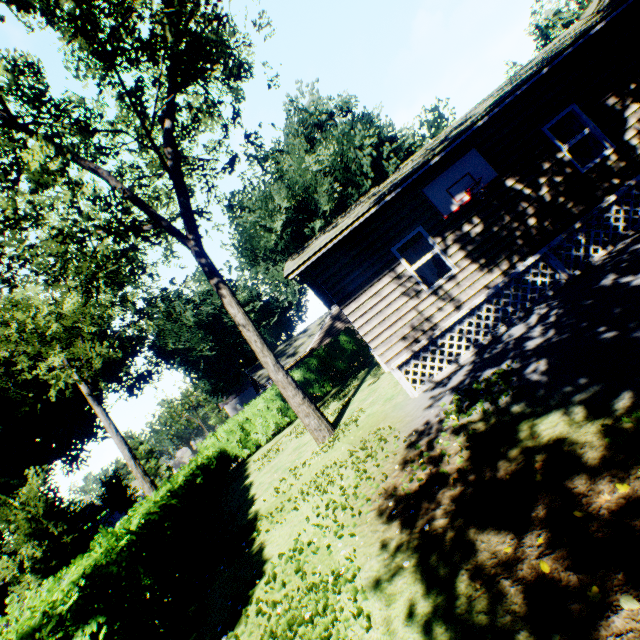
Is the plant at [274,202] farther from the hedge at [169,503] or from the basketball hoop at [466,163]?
the basketball hoop at [466,163]

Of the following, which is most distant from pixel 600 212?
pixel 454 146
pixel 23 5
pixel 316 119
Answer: pixel 316 119

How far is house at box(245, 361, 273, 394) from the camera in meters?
26.4

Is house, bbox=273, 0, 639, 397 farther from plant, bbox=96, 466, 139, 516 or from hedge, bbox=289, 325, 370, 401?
hedge, bbox=289, 325, 370, 401

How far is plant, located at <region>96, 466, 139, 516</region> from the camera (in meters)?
39.53

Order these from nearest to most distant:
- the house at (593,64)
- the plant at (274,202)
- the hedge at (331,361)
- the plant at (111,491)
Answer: the house at (593,64) < the plant at (274,202) < the hedge at (331,361) < the plant at (111,491)

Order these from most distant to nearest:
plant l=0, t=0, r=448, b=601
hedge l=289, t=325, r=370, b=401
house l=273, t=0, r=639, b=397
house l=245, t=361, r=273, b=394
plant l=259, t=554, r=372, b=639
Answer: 1. house l=245, t=361, r=273, b=394
2. hedge l=289, t=325, r=370, b=401
3. plant l=0, t=0, r=448, b=601
4. house l=273, t=0, r=639, b=397
5. plant l=259, t=554, r=372, b=639
